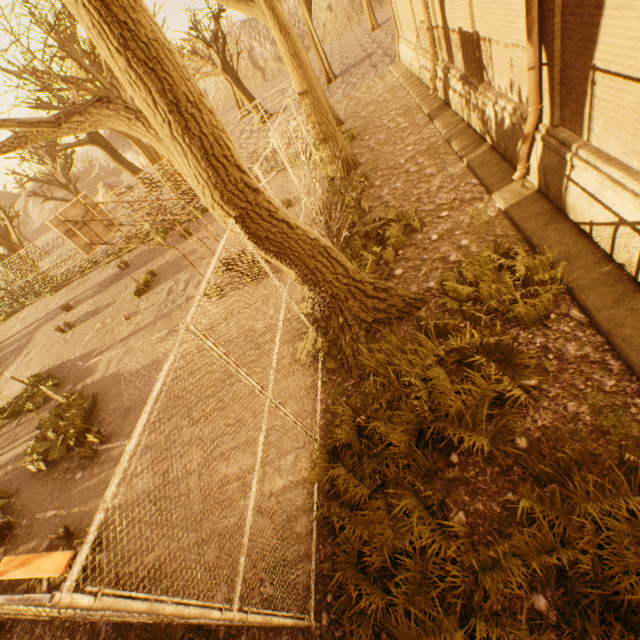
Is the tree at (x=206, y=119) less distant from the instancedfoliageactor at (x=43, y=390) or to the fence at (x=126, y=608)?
the fence at (x=126, y=608)

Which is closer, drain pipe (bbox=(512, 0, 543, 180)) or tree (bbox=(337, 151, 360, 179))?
drain pipe (bbox=(512, 0, 543, 180))

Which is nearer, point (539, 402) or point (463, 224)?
point (539, 402)

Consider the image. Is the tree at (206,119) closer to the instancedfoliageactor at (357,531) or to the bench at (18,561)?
the instancedfoliageactor at (357,531)

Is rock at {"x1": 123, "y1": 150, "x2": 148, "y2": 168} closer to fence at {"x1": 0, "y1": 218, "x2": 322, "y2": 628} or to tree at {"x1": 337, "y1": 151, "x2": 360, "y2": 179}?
tree at {"x1": 337, "y1": 151, "x2": 360, "y2": 179}

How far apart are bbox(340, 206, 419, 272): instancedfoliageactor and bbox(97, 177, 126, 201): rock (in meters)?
44.02

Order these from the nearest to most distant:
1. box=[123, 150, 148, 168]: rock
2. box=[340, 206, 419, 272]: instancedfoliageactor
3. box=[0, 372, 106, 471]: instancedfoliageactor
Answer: box=[340, 206, 419, 272]: instancedfoliageactor
box=[0, 372, 106, 471]: instancedfoliageactor
box=[123, 150, 148, 168]: rock

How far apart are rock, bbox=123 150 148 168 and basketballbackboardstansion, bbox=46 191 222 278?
53.4m
